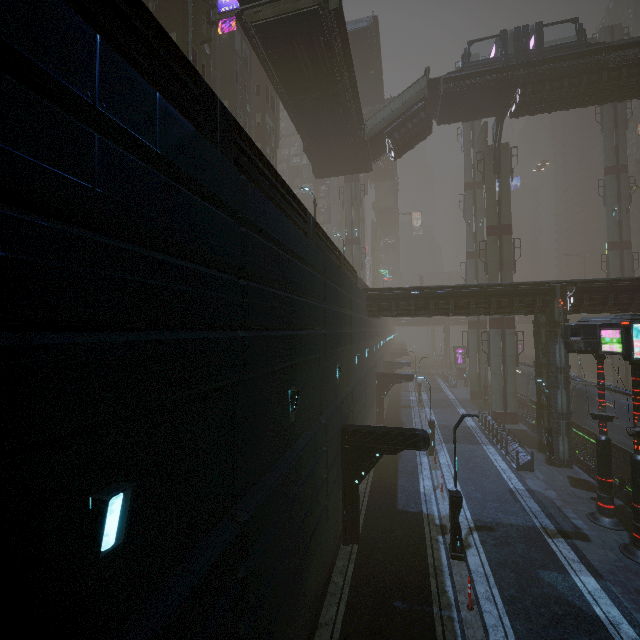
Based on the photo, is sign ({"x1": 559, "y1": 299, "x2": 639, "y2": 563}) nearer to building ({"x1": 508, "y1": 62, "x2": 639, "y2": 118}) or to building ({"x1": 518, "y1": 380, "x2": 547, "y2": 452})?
building ({"x1": 518, "y1": 380, "x2": 547, "y2": 452})

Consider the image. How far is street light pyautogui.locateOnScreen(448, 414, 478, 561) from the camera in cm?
1259

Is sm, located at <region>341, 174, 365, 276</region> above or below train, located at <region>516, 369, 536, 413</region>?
above

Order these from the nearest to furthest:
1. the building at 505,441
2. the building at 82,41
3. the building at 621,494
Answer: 1. the building at 82,41
2. the building at 621,494
3. the building at 505,441

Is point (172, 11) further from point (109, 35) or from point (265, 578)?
point (265, 578)

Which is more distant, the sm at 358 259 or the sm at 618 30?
the sm at 358 259

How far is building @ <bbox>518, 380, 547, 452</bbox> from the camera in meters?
22.8 m

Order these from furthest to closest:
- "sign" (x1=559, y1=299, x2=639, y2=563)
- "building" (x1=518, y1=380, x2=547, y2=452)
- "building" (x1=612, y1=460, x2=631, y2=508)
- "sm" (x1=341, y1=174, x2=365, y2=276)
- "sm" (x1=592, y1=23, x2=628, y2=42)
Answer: "sm" (x1=341, y1=174, x2=365, y2=276) → "sm" (x1=592, y1=23, x2=628, y2=42) → "building" (x1=518, y1=380, x2=547, y2=452) → "building" (x1=612, y1=460, x2=631, y2=508) → "sign" (x1=559, y1=299, x2=639, y2=563)
